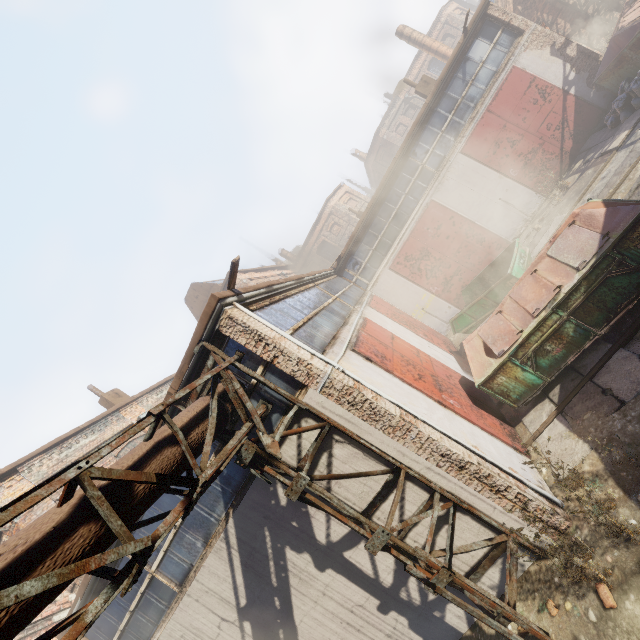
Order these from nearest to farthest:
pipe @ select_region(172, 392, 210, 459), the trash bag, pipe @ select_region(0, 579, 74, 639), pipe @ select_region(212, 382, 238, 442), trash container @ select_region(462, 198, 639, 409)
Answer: pipe @ select_region(0, 579, 74, 639)
pipe @ select_region(172, 392, 210, 459)
pipe @ select_region(212, 382, 238, 442)
trash container @ select_region(462, 198, 639, 409)
the trash bag

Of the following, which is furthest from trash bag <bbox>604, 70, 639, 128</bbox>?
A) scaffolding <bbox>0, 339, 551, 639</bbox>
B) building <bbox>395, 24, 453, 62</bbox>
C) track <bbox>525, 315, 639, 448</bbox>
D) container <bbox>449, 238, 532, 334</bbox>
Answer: building <bbox>395, 24, 453, 62</bbox>

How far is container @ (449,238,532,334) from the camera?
9.5m

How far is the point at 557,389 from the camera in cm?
690

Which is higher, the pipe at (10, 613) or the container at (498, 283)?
the pipe at (10, 613)

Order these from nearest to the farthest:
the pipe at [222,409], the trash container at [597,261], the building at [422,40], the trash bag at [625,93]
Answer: the pipe at [222,409], the trash container at [597,261], the trash bag at [625,93], the building at [422,40]

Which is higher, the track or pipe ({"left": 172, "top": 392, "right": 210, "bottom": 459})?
pipe ({"left": 172, "top": 392, "right": 210, "bottom": 459})
